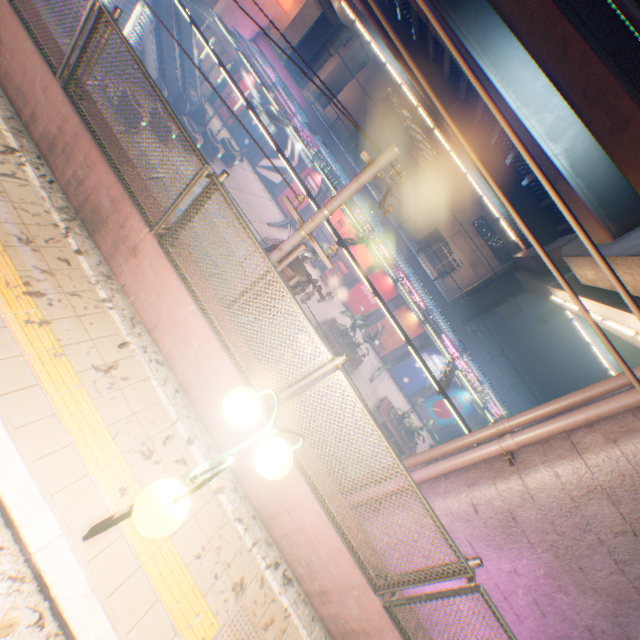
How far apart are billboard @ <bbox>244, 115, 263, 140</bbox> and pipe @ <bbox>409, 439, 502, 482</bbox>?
29.2m

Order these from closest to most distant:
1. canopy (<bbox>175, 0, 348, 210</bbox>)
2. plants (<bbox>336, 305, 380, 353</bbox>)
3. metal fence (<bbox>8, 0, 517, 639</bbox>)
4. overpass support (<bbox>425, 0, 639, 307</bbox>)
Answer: metal fence (<bbox>8, 0, 517, 639</bbox>) < overpass support (<bbox>425, 0, 639, 307</bbox>) < canopy (<bbox>175, 0, 348, 210</bbox>) < plants (<bbox>336, 305, 380, 353</bbox>)

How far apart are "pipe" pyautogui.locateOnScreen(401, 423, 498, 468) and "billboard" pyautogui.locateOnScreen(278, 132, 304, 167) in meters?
26.3 m

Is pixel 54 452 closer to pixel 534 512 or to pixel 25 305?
pixel 25 305

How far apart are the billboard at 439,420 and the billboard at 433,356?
0.8m

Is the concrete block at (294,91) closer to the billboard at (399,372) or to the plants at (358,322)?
the billboard at (399,372)

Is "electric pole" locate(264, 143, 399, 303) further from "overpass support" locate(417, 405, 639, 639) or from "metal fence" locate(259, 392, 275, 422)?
"overpass support" locate(417, 405, 639, 639)

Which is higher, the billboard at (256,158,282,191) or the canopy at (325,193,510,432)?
the canopy at (325,193,510,432)
